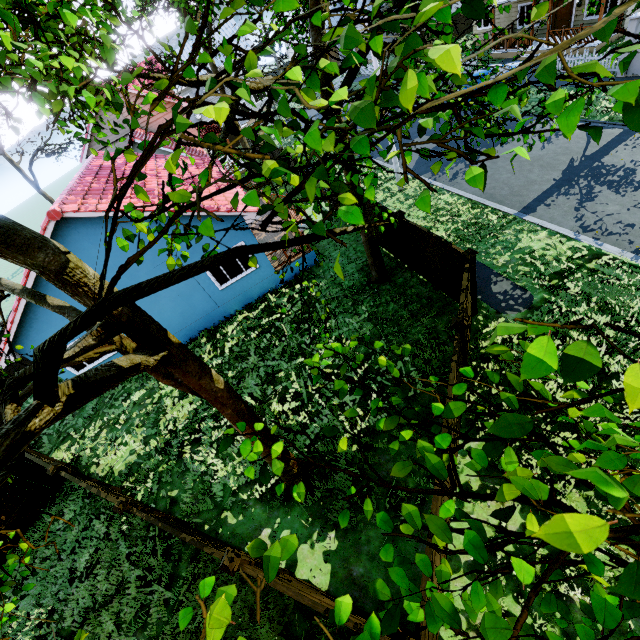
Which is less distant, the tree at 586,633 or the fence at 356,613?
the tree at 586,633

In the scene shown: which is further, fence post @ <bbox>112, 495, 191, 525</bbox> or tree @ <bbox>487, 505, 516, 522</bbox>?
fence post @ <bbox>112, 495, 191, 525</bbox>

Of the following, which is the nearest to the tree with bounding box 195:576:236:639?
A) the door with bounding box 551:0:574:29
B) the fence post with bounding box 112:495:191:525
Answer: the fence post with bounding box 112:495:191:525

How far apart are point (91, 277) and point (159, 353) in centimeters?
122cm

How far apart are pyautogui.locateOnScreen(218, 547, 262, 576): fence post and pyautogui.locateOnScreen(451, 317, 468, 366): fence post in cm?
623

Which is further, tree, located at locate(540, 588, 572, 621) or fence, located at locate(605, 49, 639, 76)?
fence, located at locate(605, 49, 639, 76)

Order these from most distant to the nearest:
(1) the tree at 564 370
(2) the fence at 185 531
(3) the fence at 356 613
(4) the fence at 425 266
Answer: (4) the fence at 425 266 → (2) the fence at 185 531 → (3) the fence at 356 613 → (1) the tree at 564 370
